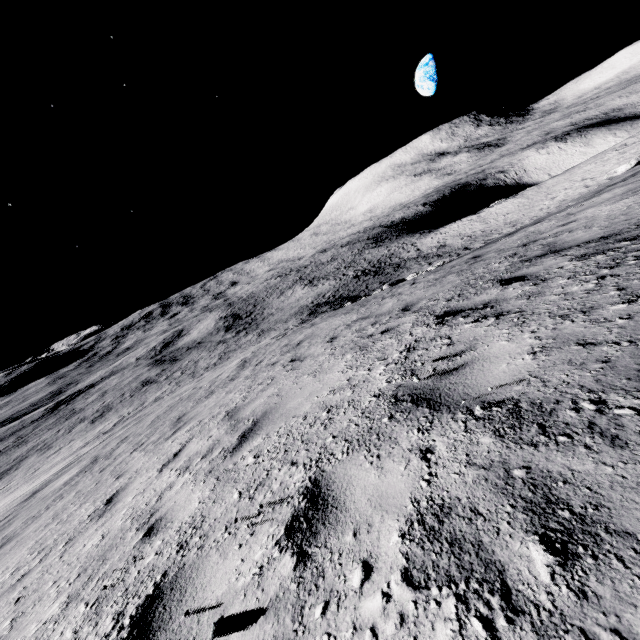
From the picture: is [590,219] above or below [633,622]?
below
